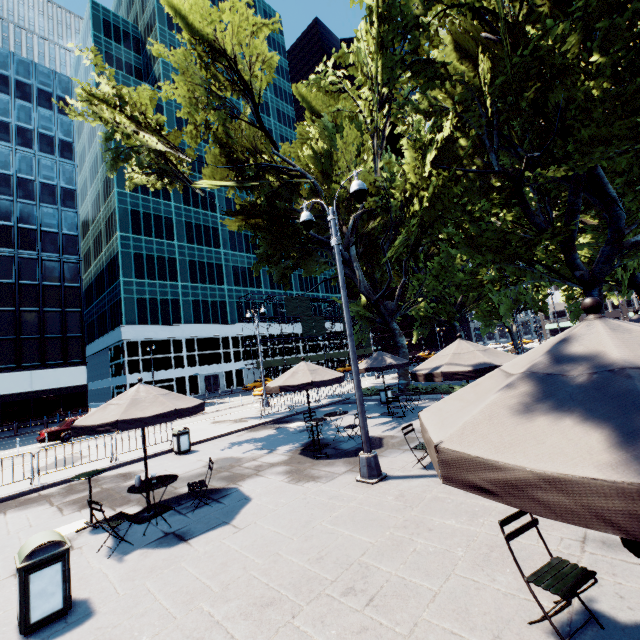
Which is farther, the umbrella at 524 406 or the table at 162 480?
the table at 162 480

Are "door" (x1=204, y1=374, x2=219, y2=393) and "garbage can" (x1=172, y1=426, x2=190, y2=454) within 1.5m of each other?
no

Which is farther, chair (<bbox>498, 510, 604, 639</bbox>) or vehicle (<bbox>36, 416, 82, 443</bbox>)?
vehicle (<bbox>36, 416, 82, 443</bbox>)

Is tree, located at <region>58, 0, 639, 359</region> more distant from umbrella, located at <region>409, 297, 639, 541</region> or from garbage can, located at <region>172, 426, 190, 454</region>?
garbage can, located at <region>172, 426, 190, 454</region>

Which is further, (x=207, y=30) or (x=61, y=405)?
(x=61, y=405)

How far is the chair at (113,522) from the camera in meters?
5.8

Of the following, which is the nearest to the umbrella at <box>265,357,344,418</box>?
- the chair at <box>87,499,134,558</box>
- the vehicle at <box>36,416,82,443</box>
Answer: the chair at <box>87,499,134,558</box>

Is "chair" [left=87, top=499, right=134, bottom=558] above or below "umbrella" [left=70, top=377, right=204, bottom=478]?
below
